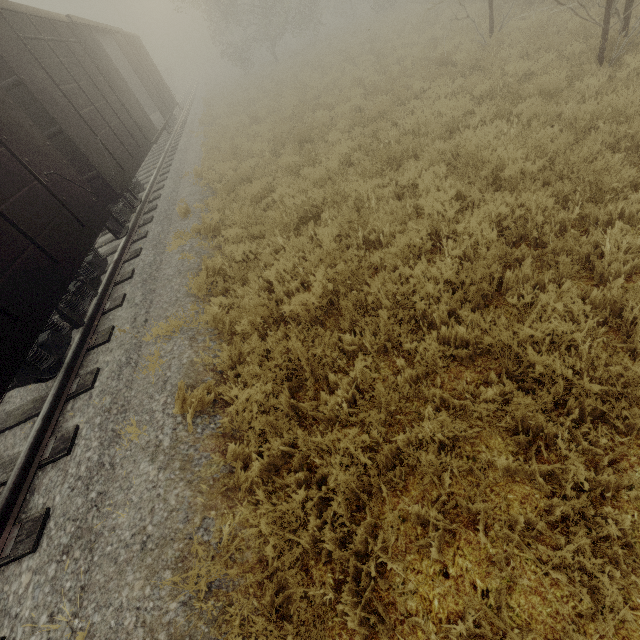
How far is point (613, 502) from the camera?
2.5 meters

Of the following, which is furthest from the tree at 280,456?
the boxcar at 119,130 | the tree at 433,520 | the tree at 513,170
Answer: the tree at 513,170

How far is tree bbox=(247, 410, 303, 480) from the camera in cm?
338

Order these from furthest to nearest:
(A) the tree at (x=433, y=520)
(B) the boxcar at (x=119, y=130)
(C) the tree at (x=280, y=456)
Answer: (B) the boxcar at (x=119, y=130) → (C) the tree at (x=280, y=456) → (A) the tree at (x=433, y=520)

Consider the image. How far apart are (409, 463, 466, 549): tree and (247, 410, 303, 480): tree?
1.44m

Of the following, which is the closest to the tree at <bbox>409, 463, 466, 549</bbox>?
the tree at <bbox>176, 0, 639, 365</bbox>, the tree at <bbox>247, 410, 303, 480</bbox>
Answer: the tree at <bbox>247, 410, 303, 480</bbox>

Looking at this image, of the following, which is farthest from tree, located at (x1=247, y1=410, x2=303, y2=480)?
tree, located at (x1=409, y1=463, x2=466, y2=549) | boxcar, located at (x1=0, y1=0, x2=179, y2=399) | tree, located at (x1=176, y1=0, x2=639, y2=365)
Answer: tree, located at (x1=176, y1=0, x2=639, y2=365)

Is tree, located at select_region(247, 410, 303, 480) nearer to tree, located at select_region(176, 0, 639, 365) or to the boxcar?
the boxcar
